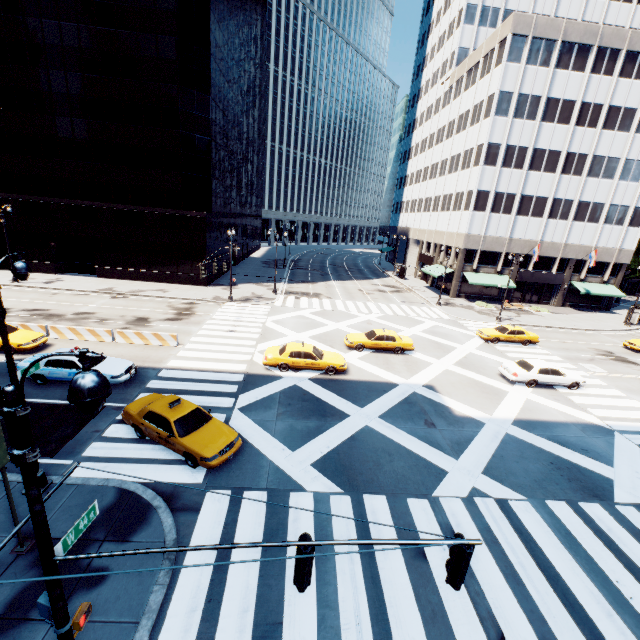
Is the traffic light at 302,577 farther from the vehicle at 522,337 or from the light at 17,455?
the vehicle at 522,337

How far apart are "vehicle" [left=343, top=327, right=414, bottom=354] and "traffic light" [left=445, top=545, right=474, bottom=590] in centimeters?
1844cm

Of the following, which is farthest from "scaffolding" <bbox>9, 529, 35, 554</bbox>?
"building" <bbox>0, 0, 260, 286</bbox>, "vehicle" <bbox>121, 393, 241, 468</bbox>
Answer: "building" <bbox>0, 0, 260, 286</bbox>

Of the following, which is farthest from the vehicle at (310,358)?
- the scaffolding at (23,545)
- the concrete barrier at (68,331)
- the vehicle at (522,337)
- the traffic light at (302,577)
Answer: the vehicle at (522,337)

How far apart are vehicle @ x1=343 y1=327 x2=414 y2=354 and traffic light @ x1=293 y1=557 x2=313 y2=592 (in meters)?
18.81

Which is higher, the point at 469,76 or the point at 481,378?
the point at 469,76

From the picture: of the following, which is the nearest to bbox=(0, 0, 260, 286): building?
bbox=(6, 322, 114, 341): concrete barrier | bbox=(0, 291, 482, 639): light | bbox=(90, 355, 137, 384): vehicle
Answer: bbox=(6, 322, 114, 341): concrete barrier

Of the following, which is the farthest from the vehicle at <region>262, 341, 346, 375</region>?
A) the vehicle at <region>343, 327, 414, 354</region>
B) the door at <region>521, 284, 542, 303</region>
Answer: the door at <region>521, 284, 542, 303</region>
